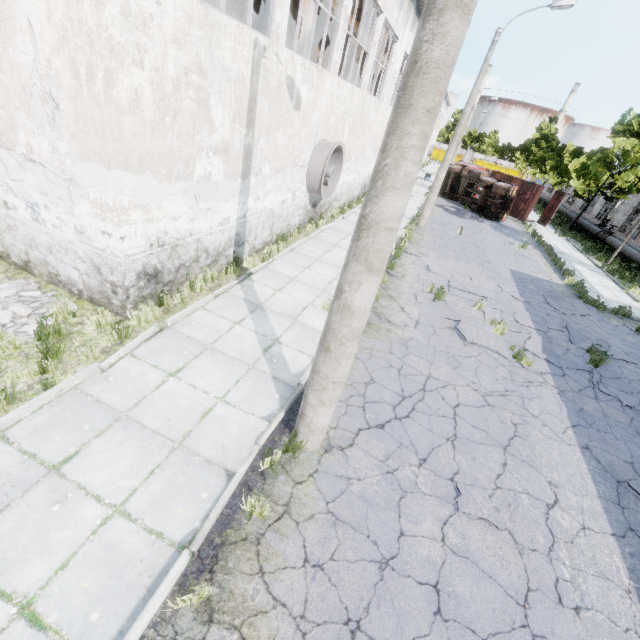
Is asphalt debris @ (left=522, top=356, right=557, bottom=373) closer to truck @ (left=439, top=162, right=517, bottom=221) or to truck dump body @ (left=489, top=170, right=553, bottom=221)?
truck @ (left=439, top=162, right=517, bottom=221)

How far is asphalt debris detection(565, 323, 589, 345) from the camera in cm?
1048

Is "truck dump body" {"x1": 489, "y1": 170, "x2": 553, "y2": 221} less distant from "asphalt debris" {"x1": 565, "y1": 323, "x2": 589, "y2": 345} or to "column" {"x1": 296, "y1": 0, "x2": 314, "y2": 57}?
"asphalt debris" {"x1": 565, "y1": 323, "x2": 589, "y2": 345}

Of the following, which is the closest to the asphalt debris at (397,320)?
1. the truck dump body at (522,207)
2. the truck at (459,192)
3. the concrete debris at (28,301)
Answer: the concrete debris at (28,301)

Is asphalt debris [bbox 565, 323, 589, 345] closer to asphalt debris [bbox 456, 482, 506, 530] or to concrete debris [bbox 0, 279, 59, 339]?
asphalt debris [bbox 456, 482, 506, 530]

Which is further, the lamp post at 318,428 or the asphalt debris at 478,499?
the asphalt debris at 478,499

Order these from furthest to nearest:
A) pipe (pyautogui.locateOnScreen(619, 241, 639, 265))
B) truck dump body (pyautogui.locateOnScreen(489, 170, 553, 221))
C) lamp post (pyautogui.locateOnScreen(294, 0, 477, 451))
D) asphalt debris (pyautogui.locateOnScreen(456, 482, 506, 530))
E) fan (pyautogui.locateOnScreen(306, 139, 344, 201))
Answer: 1. truck dump body (pyautogui.locateOnScreen(489, 170, 553, 221))
2. pipe (pyautogui.locateOnScreen(619, 241, 639, 265))
3. fan (pyautogui.locateOnScreen(306, 139, 344, 201))
4. asphalt debris (pyautogui.locateOnScreen(456, 482, 506, 530))
5. lamp post (pyautogui.locateOnScreen(294, 0, 477, 451))

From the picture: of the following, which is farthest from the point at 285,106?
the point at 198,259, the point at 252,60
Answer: the point at 198,259
